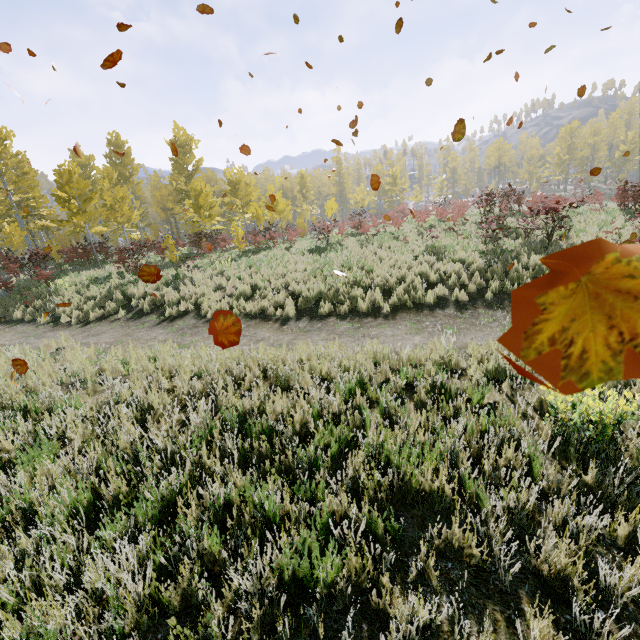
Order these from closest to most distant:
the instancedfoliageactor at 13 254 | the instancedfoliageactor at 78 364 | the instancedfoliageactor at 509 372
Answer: the instancedfoliageactor at 509 372
the instancedfoliageactor at 78 364
the instancedfoliageactor at 13 254

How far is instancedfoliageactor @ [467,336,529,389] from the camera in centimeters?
495cm

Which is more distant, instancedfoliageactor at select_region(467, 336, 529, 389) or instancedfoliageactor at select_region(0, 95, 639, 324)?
instancedfoliageactor at select_region(0, 95, 639, 324)

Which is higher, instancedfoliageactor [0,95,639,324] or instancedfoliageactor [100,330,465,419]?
instancedfoliageactor [0,95,639,324]

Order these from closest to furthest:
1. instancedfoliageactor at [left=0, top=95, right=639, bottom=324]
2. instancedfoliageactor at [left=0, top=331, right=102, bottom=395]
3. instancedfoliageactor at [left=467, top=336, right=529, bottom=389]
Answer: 1. instancedfoliageactor at [left=467, top=336, right=529, bottom=389]
2. instancedfoliageactor at [left=0, top=331, right=102, bottom=395]
3. instancedfoliageactor at [left=0, top=95, right=639, bottom=324]

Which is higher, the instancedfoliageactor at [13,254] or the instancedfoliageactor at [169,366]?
the instancedfoliageactor at [13,254]

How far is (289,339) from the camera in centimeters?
845cm
